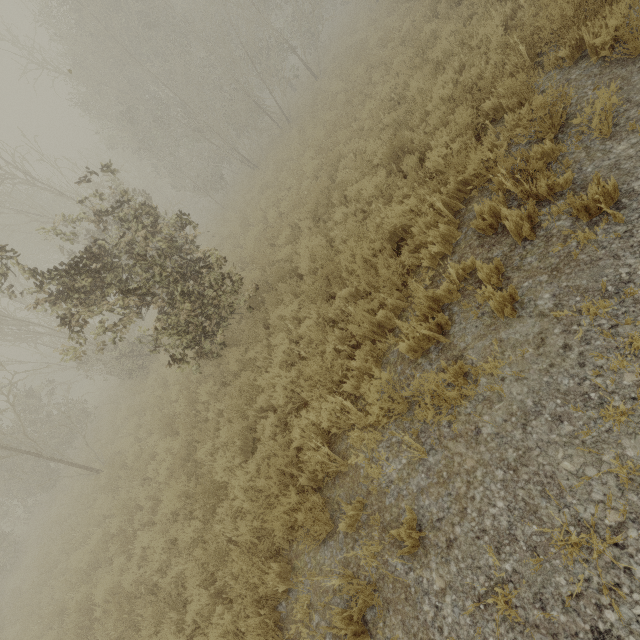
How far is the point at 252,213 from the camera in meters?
15.3
